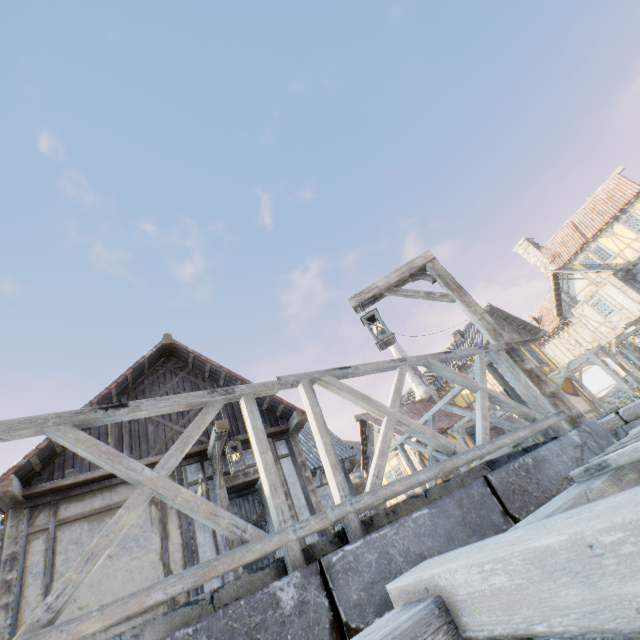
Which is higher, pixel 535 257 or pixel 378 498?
pixel 535 257

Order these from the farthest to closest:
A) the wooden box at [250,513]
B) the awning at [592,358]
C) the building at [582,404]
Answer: the building at [582,404]
the awning at [592,358]
the wooden box at [250,513]

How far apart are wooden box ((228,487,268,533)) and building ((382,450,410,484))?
8.6 meters

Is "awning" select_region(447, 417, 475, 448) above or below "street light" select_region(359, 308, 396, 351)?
above

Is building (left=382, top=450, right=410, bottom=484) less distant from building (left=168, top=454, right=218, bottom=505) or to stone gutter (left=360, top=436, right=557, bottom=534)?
building (left=168, top=454, right=218, bottom=505)

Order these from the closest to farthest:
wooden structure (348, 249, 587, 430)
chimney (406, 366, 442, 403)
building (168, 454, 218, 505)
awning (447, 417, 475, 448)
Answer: wooden structure (348, 249, 587, 430) < building (168, 454, 218, 505) < awning (447, 417, 475, 448) < chimney (406, 366, 442, 403)

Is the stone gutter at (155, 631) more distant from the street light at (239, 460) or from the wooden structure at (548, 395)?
the street light at (239, 460)

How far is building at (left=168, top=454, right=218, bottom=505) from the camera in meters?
7.1 m
